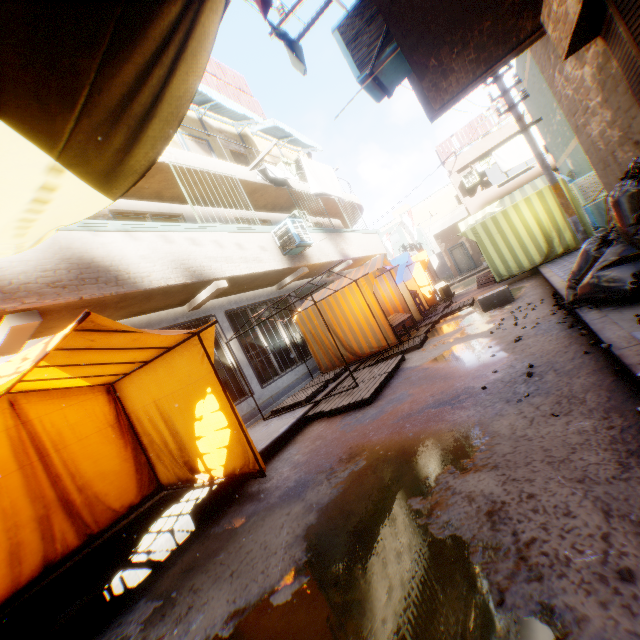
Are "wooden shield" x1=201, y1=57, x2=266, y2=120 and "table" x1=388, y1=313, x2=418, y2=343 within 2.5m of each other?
no

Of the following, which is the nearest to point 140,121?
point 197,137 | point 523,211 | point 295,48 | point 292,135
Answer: point 295,48

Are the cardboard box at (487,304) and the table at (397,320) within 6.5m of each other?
yes

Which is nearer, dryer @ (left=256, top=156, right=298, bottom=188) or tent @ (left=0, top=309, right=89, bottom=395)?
tent @ (left=0, top=309, right=89, bottom=395)

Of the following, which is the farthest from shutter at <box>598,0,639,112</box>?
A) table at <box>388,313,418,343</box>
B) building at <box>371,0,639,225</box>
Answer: table at <box>388,313,418,343</box>

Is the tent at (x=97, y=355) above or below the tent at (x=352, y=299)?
above

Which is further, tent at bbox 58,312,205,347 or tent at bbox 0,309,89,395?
tent at bbox 58,312,205,347

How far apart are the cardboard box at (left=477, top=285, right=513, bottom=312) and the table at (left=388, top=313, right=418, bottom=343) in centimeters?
126cm
